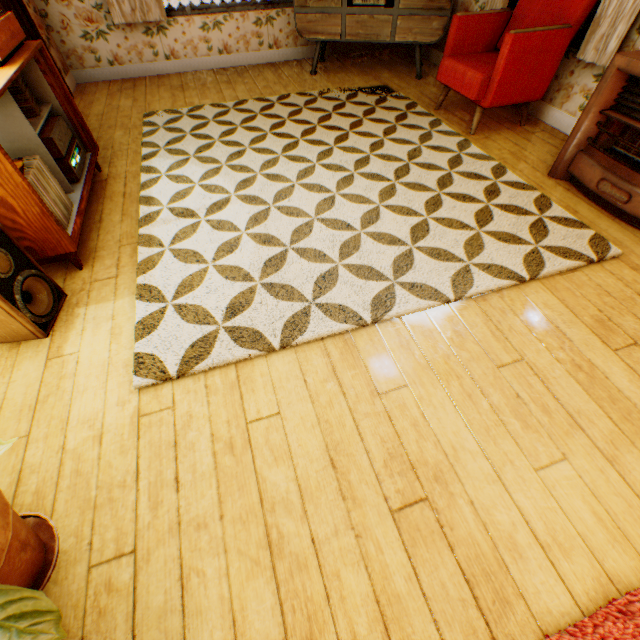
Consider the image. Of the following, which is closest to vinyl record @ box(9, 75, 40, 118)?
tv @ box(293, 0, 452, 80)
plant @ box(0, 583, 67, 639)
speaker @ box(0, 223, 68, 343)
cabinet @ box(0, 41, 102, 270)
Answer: cabinet @ box(0, 41, 102, 270)

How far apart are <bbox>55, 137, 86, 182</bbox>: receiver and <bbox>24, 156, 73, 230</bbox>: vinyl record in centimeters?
32cm

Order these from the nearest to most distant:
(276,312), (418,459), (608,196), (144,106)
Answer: (418,459), (276,312), (608,196), (144,106)

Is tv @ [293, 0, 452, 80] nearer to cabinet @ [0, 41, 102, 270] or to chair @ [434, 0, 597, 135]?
chair @ [434, 0, 597, 135]

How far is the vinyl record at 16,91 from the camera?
2.3 meters

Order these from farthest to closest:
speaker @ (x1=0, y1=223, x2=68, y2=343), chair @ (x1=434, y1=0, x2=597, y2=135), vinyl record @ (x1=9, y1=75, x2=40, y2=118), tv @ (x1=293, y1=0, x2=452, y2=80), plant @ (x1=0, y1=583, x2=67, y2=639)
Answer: tv @ (x1=293, y1=0, x2=452, y2=80), chair @ (x1=434, y1=0, x2=597, y2=135), vinyl record @ (x1=9, y1=75, x2=40, y2=118), speaker @ (x1=0, y1=223, x2=68, y2=343), plant @ (x1=0, y1=583, x2=67, y2=639)

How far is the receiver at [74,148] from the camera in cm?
250

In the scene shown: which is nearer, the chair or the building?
the building
